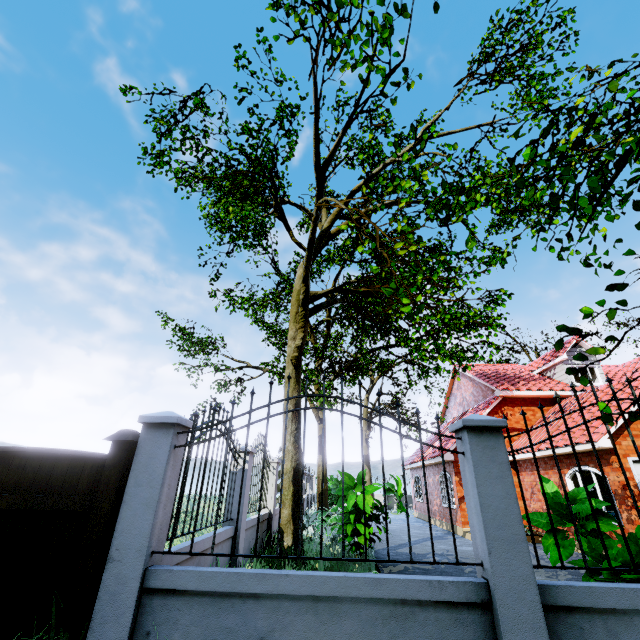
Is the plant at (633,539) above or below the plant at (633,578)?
above

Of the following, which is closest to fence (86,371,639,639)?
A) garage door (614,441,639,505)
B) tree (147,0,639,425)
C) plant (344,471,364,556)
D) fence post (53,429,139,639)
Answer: fence post (53,429,139,639)

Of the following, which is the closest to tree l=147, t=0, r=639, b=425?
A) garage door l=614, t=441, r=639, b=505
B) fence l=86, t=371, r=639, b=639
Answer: fence l=86, t=371, r=639, b=639

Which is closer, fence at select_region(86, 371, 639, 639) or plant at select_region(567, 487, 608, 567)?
fence at select_region(86, 371, 639, 639)

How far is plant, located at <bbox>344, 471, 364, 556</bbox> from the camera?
8.29m

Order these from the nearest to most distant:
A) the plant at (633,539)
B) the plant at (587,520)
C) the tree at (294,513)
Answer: the plant at (633,539)
the plant at (587,520)
the tree at (294,513)

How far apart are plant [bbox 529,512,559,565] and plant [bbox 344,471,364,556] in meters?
4.3 m

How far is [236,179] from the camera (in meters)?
10.18
